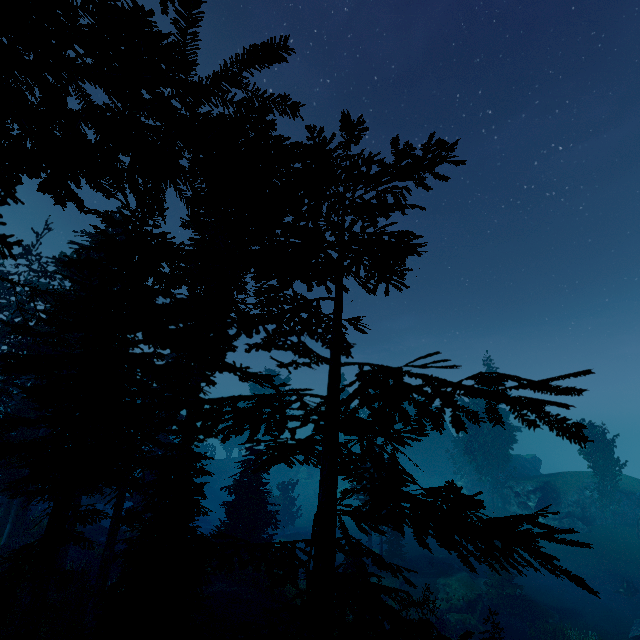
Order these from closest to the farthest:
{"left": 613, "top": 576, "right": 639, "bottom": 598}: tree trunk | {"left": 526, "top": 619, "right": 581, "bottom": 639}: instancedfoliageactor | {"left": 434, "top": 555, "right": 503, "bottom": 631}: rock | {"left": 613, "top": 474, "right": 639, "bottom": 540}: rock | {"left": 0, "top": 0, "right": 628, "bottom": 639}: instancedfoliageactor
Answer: {"left": 0, "top": 0, "right": 628, "bottom": 639}: instancedfoliageactor, {"left": 526, "top": 619, "right": 581, "bottom": 639}: instancedfoliageactor, {"left": 434, "top": 555, "right": 503, "bottom": 631}: rock, {"left": 613, "top": 576, "right": 639, "bottom": 598}: tree trunk, {"left": 613, "top": 474, "right": 639, "bottom": 540}: rock

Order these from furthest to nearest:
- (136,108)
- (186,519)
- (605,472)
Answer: (605,472), (186,519), (136,108)

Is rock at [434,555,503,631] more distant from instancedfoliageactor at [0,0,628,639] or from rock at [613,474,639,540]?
rock at [613,474,639,540]

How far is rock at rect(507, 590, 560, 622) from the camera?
23.95m

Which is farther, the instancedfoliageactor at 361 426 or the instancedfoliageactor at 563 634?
the instancedfoliageactor at 563 634

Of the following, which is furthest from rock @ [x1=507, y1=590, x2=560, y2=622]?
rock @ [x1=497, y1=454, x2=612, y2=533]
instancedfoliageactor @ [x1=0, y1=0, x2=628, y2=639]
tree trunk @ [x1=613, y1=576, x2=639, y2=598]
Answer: rock @ [x1=497, y1=454, x2=612, y2=533]

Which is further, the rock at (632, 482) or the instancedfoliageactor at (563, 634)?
the rock at (632, 482)

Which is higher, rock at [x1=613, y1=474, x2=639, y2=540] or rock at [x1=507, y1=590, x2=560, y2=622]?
rock at [x1=613, y1=474, x2=639, y2=540]
